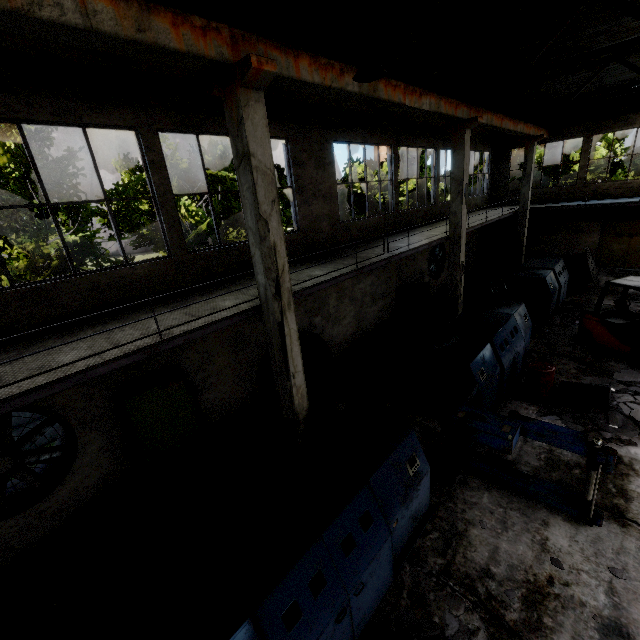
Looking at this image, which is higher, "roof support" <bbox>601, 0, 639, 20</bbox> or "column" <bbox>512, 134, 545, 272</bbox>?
"roof support" <bbox>601, 0, 639, 20</bbox>

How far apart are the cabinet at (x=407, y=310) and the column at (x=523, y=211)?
9.1 meters

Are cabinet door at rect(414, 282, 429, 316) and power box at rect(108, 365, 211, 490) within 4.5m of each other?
Answer: no

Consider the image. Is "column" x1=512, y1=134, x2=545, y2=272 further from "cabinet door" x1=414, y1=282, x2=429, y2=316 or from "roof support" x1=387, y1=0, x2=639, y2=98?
"roof support" x1=387, y1=0, x2=639, y2=98

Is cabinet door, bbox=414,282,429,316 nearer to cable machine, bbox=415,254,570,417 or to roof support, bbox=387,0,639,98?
cable machine, bbox=415,254,570,417

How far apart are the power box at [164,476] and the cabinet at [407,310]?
10.2 meters

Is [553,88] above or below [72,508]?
above

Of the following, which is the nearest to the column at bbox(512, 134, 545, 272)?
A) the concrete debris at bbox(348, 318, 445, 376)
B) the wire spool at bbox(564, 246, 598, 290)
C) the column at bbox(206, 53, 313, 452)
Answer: the wire spool at bbox(564, 246, 598, 290)
